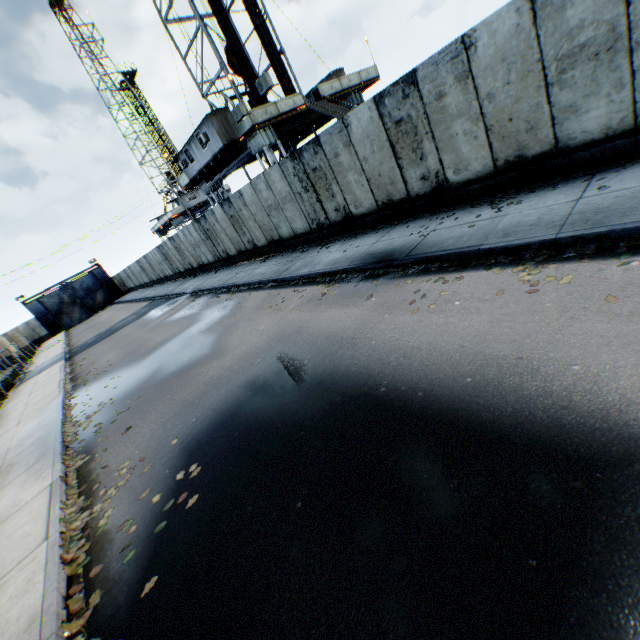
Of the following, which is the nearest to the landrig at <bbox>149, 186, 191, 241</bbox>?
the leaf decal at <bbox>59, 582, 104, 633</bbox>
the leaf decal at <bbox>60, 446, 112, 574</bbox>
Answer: the leaf decal at <bbox>60, 446, 112, 574</bbox>

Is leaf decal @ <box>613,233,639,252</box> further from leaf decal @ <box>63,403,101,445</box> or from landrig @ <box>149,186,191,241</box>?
landrig @ <box>149,186,191,241</box>

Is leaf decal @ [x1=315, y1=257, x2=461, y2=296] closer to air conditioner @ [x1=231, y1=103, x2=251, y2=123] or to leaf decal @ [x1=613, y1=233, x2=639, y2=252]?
leaf decal @ [x1=613, y1=233, x2=639, y2=252]

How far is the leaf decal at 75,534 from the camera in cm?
418

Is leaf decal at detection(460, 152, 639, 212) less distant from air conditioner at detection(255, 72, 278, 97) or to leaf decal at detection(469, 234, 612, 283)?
leaf decal at detection(469, 234, 612, 283)

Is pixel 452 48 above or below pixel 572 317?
above

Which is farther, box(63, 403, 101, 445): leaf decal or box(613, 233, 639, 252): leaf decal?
box(63, 403, 101, 445): leaf decal

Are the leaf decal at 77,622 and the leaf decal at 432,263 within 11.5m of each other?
yes
